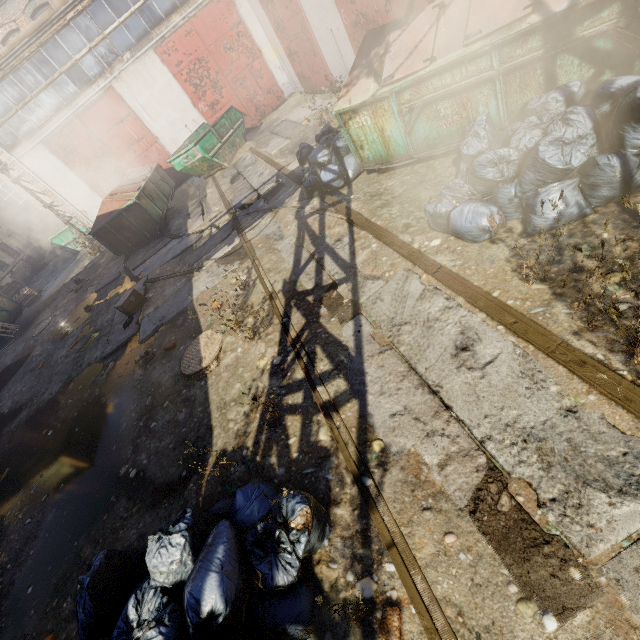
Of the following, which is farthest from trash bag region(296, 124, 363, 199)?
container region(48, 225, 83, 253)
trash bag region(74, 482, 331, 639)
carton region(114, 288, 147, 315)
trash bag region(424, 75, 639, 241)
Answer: container region(48, 225, 83, 253)

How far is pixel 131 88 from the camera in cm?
1327

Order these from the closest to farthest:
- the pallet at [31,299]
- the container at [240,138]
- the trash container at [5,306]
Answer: the container at [240,138] < the trash container at [5,306] < the pallet at [31,299]

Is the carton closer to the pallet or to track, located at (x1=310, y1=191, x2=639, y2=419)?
track, located at (x1=310, y1=191, x2=639, y2=419)

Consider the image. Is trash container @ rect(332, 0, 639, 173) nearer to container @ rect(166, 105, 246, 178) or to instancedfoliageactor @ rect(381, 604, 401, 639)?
instancedfoliageactor @ rect(381, 604, 401, 639)

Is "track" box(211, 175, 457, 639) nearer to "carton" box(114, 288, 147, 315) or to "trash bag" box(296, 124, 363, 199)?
"trash bag" box(296, 124, 363, 199)

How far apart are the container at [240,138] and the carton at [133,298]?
6.5m

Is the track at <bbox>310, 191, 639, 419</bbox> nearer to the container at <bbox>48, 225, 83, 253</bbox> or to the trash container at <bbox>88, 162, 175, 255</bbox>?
the trash container at <bbox>88, 162, 175, 255</bbox>
